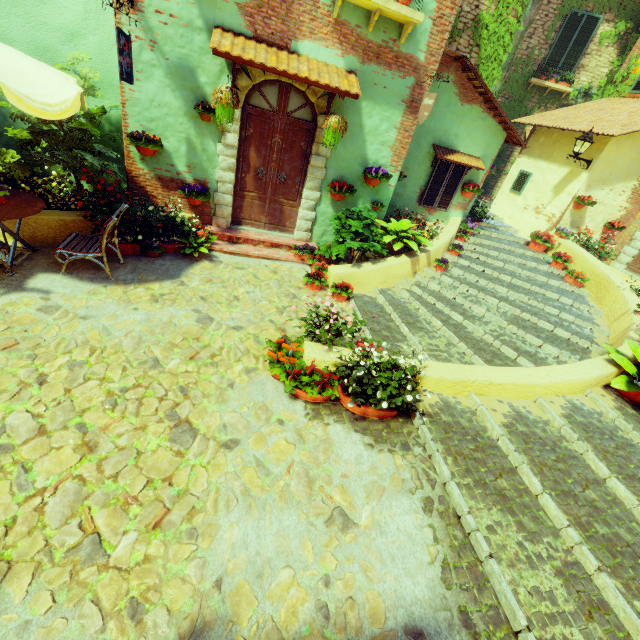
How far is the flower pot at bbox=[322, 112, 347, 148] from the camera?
5.8 meters

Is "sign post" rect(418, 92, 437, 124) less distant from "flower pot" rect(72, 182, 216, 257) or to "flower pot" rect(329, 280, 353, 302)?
"flower pot" rect(72, 182, 216, 257)

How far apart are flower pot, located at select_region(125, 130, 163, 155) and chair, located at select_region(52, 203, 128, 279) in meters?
1.4 m

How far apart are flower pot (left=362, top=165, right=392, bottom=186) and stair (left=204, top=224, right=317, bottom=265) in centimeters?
174cm

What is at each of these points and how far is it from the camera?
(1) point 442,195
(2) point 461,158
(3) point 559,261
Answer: (1) window, 8.89m
(2) door eaves, 8.22m
(3) flower pot, 8.91m

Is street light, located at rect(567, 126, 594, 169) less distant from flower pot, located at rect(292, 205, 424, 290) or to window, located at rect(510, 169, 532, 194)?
window, located at rect(510, 169, 532, 194)

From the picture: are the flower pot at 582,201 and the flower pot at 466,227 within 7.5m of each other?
yes

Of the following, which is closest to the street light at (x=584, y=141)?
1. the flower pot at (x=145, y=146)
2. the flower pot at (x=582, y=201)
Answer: the flower pot at (x=582, y=201)
